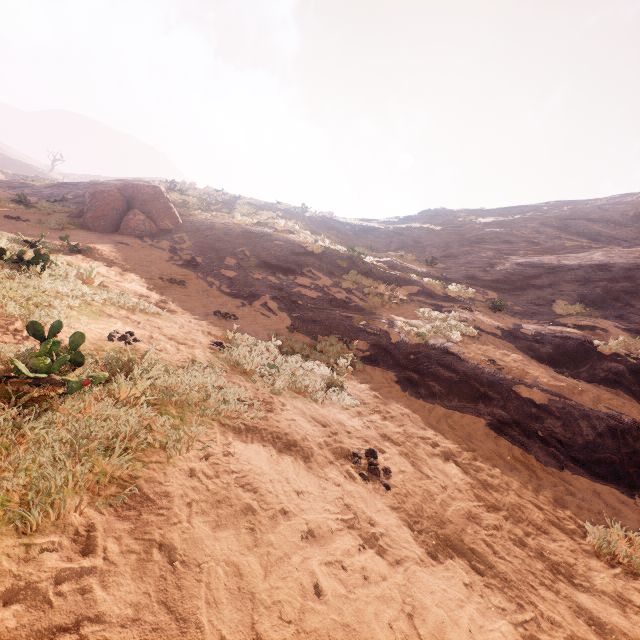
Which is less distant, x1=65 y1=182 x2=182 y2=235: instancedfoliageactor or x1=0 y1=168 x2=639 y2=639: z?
x1=0 y1=168 x2=639 y2=639: z

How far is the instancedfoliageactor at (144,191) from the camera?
12.9m

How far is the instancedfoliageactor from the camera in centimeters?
1289cm

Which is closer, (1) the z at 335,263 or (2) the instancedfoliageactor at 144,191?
(1) the z at 335,263

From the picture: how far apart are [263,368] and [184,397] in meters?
1.9
